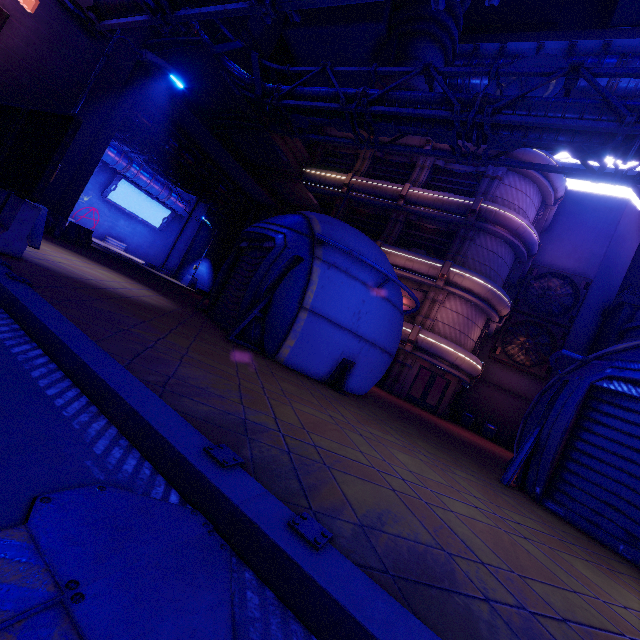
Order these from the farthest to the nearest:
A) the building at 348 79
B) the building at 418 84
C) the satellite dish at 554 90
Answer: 1. the building at 348 79
2. the building at 418 84
3. the satellite dish at 554 90

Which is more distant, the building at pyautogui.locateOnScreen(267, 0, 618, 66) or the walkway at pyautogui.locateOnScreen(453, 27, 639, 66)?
the walkway at pyautogui.locateOnScreen(453, 27, 639, 66)

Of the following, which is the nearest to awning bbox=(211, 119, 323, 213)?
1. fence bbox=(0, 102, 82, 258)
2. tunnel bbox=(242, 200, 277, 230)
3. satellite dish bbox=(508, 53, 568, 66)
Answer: tunnel bbox=(242, 200, 277, 230)

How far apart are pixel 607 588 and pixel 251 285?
8.80m

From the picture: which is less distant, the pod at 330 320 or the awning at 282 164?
the pod at 330 320

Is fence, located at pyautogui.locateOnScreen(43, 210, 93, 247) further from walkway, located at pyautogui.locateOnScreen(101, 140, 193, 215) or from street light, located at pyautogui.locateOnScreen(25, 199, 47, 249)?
walkway, located at pyautogui.locateOnScreen(101, 140, 193, 215)

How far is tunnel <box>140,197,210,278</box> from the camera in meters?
30.7 m

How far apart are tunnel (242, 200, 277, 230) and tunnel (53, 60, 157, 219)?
10.8 meters
